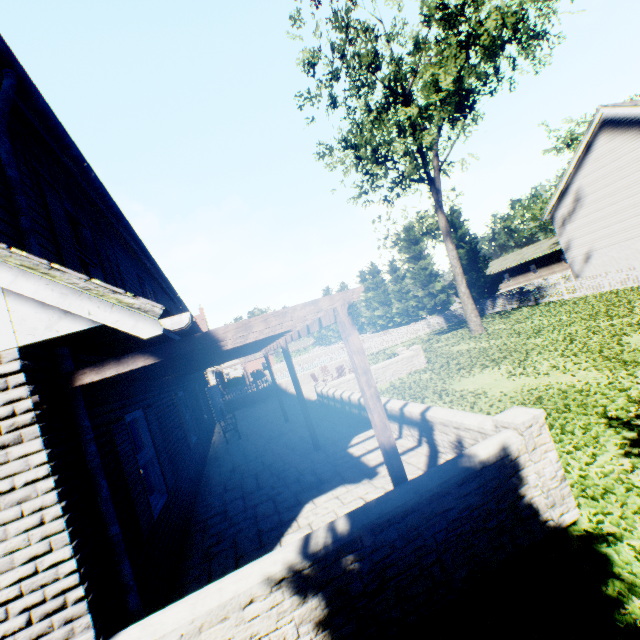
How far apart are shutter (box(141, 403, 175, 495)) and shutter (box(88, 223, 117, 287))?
1.9 meters

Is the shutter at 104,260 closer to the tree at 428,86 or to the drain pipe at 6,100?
the drain pipe at 6,100

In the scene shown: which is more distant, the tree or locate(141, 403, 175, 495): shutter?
the tree

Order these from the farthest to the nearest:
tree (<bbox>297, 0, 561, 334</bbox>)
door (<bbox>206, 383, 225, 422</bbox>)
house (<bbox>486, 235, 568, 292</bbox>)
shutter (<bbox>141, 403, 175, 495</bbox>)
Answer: house (<bbox>486, 235, 568, 292</bbox>)
door (<bbox>206, 383, 225, 422</bbox>)
tree (<bbox>297, 0, 561, 334</bbox>)
shutter (<bbox>141, 403, 175, 495</bbox>)

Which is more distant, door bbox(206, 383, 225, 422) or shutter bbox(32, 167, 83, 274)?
door bbox(206, 383, 225, 422)

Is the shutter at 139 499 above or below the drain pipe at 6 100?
below

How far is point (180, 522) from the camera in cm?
589

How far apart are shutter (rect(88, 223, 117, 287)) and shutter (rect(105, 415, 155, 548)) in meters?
2.2 m
